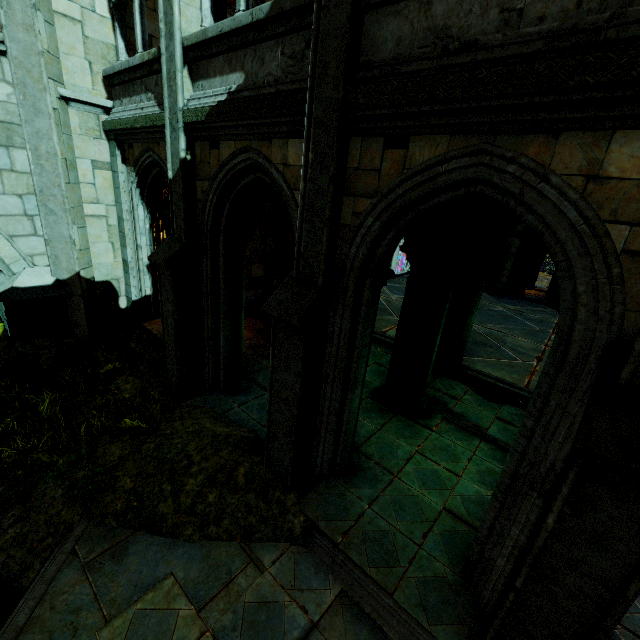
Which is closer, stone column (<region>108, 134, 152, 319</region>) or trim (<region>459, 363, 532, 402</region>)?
stone column (<region>108, 134, 152, 319</region>)

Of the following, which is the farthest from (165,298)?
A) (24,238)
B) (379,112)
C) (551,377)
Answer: (551,377)

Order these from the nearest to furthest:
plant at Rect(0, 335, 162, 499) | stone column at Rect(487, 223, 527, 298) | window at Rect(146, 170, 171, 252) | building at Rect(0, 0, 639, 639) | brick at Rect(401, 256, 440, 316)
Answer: building at Rect(0, 0, 639, 639)
plant at Rect(0, 335, 162, 499)
brick at Rect(401, 256, 440, 316)
window at Rect(146, 170, 171, 252)
stone column at Rect(487, 223, 527, 298)

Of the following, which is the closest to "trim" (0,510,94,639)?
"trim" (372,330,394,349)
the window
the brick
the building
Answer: the building

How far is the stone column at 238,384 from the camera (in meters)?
6.04

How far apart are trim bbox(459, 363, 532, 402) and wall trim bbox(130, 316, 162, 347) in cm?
646

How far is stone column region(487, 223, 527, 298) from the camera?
16.23m

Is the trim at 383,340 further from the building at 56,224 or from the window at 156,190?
the window at 156,190
